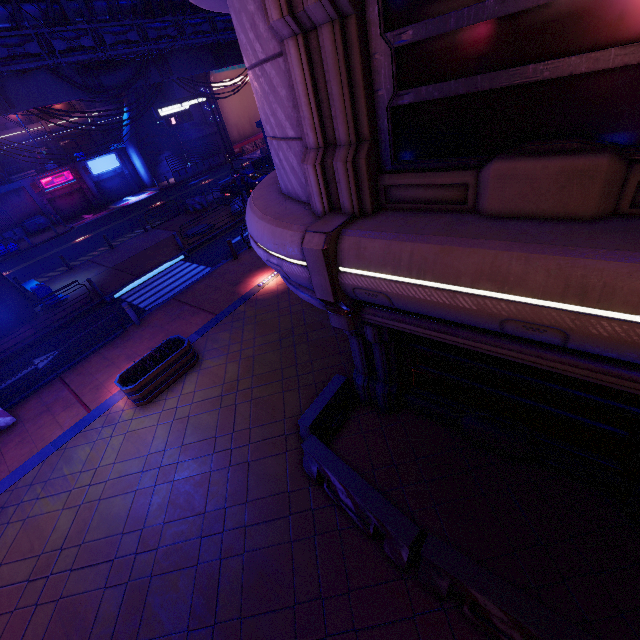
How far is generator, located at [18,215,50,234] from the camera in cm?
3219

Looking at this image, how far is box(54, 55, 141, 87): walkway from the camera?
18.4 meters

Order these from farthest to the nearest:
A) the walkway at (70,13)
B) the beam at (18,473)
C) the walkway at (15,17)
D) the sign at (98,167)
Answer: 1. the sign at (98,167)
2. the walkway at (70,13)
3. the walkway at (15,17)
4. the beam at (18,473)

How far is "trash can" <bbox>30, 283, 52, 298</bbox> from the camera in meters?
16.1 m

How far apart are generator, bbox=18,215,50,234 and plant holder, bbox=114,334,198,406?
33.99m

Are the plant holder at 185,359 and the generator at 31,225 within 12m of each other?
no

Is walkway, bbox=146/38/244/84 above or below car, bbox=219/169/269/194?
Result: above

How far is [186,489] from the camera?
7.0 meters
